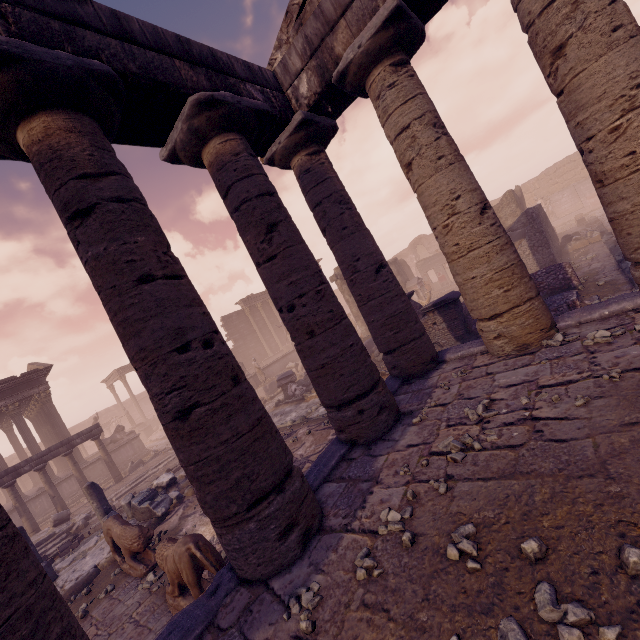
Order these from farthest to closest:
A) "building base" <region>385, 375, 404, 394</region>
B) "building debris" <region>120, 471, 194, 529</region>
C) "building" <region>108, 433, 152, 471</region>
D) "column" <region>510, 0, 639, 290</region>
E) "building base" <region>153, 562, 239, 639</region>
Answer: "building" <region>108, 433, 152, 471</region> < "building debris" <region>120, 471, 194, 529</region> < "building base" <region>385, 375, 404, 394</region> < "column" <region>510, 0, 639, 290</region> < "building base" <region>153, 562, 239, 639</region>

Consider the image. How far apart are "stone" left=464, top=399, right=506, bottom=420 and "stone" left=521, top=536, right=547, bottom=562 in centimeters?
184cm

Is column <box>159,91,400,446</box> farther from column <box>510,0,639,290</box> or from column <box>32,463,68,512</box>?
column <box>32,463,68,512</box>

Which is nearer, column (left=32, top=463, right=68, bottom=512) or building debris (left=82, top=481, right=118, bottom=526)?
building debris (left=82, top=481, right=118, bottom=526)

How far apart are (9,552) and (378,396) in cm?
404

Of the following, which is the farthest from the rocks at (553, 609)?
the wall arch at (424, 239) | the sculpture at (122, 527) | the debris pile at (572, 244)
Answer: the wall arch at (424, 239)

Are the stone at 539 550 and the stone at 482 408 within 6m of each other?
yes

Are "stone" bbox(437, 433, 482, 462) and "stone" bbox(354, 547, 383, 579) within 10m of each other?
yes
